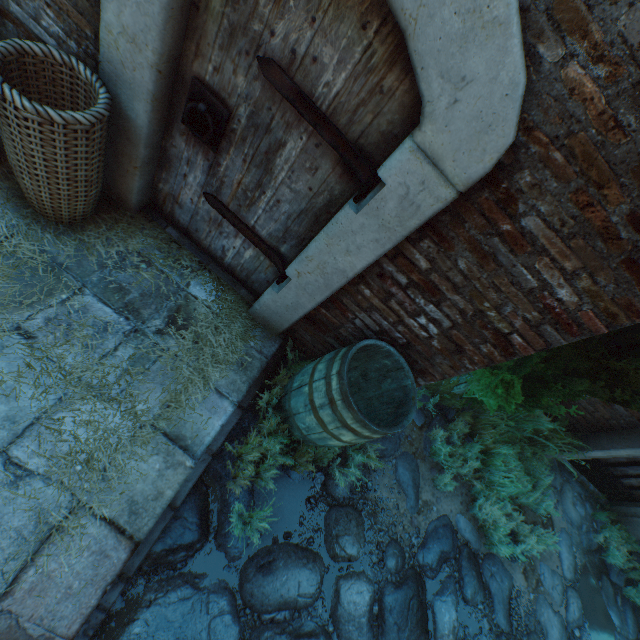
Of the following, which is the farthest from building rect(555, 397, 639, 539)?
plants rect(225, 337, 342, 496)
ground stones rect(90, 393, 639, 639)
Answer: plants rect(225, 337, 342, 496)

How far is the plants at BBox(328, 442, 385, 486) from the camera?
2.6 meters

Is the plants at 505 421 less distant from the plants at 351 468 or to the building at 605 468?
the building at 605 468

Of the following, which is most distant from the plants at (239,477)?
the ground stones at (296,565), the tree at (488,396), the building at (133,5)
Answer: the tree at (488,396)

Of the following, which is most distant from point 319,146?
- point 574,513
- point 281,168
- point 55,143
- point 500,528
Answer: point 574,513

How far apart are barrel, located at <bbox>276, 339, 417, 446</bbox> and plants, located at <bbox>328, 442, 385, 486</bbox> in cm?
2

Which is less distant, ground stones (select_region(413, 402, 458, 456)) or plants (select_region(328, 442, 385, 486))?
plants (select_region(328, 442, 385, 486))

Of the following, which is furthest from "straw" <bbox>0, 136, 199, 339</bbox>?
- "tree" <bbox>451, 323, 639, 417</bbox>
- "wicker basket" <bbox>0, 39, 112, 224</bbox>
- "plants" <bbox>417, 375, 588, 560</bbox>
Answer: "tree" <bbox>451, 323, 639, 417</bbox>
